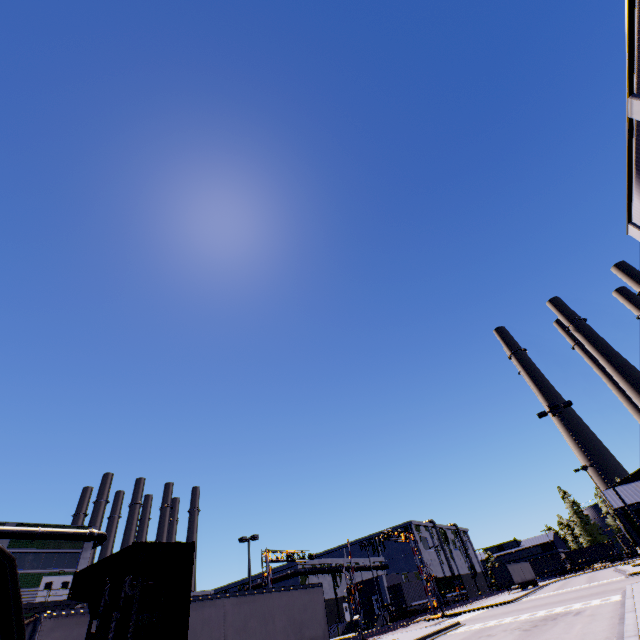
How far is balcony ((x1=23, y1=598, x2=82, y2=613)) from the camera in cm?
2948

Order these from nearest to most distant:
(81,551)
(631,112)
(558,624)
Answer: (631,112)
(558,624)
(81,551)

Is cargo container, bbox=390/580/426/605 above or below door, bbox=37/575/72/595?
below

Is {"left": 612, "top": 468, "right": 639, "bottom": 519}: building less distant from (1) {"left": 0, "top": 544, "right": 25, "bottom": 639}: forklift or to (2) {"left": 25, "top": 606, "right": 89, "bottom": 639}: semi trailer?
(2) {"left": 25, "top": 606, "right": 89, "bottom": 639}: semi trailer

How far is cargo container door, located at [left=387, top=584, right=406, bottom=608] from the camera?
45.88m

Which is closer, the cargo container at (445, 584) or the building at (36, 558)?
the building at (36, 558)

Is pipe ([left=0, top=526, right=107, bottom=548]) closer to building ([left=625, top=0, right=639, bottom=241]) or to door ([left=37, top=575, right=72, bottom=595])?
building ([left=625, top=0, right=639, bottom=241])

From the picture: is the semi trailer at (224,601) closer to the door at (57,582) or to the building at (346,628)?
the building at (346,628)
